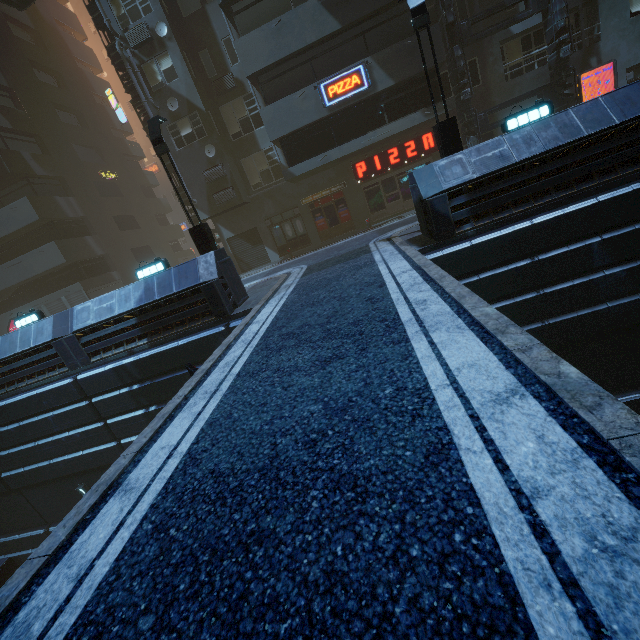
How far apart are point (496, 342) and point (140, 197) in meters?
37.1

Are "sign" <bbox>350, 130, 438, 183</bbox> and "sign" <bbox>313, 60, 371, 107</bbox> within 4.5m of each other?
yes

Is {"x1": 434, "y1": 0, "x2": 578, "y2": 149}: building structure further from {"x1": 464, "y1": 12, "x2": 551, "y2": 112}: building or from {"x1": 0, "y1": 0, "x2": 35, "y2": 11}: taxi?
{"x1": 0, "y1": 0, "x2": 35, "y2": 11}: taxi

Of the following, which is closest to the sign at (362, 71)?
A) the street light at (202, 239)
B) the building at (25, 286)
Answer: the building at (25, 286)

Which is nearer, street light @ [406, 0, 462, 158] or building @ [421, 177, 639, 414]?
building @ [421, 177, 639, 414]

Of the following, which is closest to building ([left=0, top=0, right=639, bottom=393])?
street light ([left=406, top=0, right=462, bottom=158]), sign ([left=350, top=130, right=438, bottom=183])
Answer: sign ([left=350, top=130, right=438, bottom=183])

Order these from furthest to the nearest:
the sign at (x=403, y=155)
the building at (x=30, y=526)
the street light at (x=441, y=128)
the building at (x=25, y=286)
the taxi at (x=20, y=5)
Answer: the taxi at (x=20, y=5) → the sign at (x=403, y=155) → the building at (x=30, y=526) → the street light at (x=441, y=128) → the building at (x=25, y=286)
